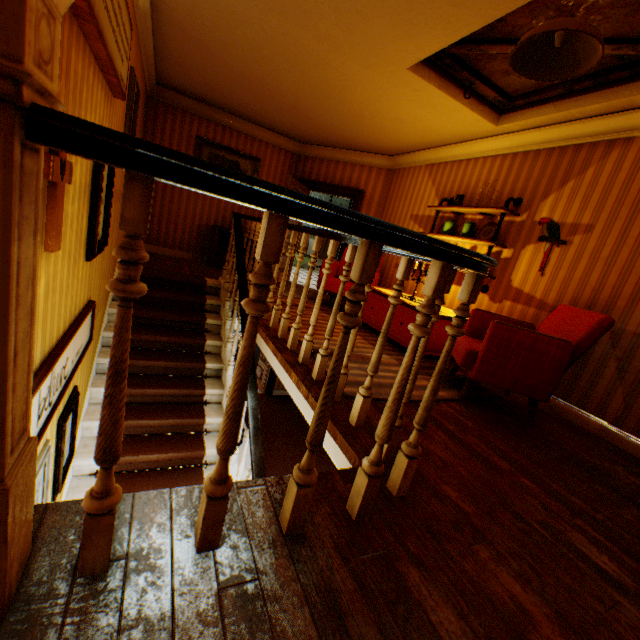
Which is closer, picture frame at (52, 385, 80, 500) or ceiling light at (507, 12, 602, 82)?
ceiling light at (507, 12, 602, 82)

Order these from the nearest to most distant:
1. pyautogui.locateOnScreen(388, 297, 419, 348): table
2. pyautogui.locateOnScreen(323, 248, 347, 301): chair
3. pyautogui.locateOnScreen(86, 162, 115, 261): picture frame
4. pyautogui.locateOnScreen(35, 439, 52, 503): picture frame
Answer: pyautogui.locateOnScreen(35, 439, 52, 503): picture frame
pyautogui.locateOnScreen(86, 162, 115, 261): picture frame
pyautogui.locateOnScreen(388, 297, 419, 348): table
pyautogui.locateOnScreen(323, 248, 347, 301): chair

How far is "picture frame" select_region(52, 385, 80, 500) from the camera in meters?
2.5

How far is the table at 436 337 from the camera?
4.1m

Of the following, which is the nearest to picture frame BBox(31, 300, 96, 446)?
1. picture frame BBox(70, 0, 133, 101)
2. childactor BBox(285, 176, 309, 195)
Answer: picture frame BBox(70, 0, 133, 101)

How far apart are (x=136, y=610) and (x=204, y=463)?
3.36m

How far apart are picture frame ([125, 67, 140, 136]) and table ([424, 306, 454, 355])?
3.7 meters
